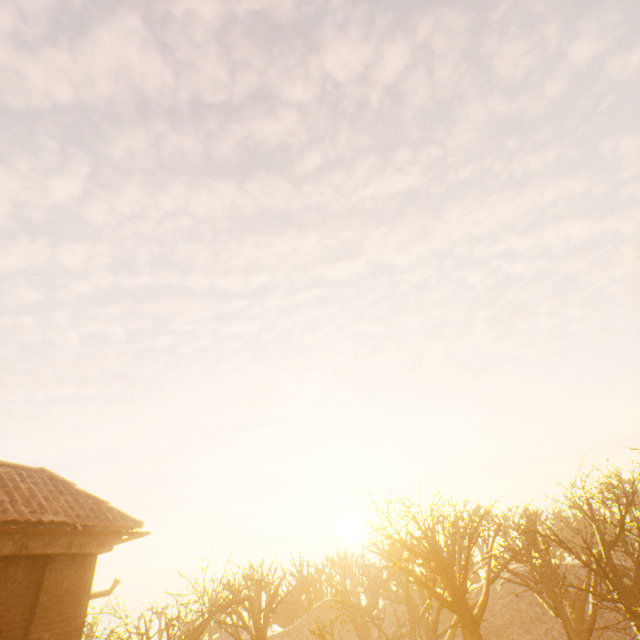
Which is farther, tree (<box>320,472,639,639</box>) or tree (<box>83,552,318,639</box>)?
tree (<box>83,552,318,639</box>)

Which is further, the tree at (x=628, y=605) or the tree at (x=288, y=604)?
the tree at (x=288, y=604)

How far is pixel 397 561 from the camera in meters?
14.6 m
